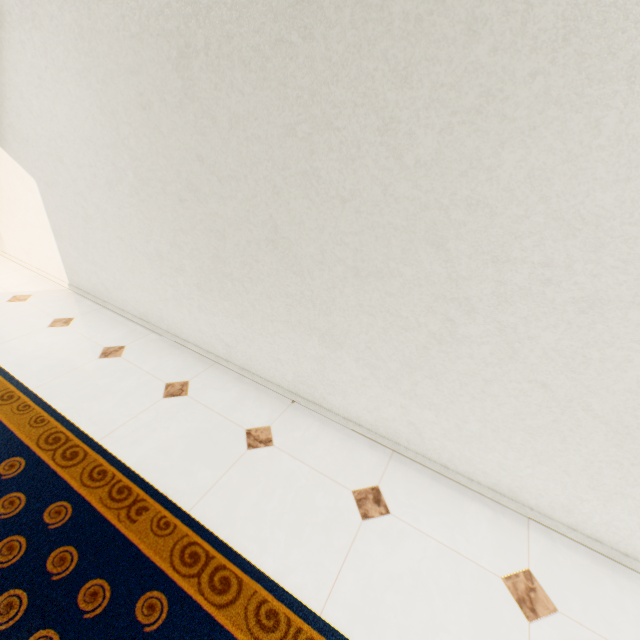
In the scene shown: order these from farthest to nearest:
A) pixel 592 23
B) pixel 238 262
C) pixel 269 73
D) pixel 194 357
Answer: pixel 194 357 < pixel 238 262 < pixel 269 73 < pixel 592 23
